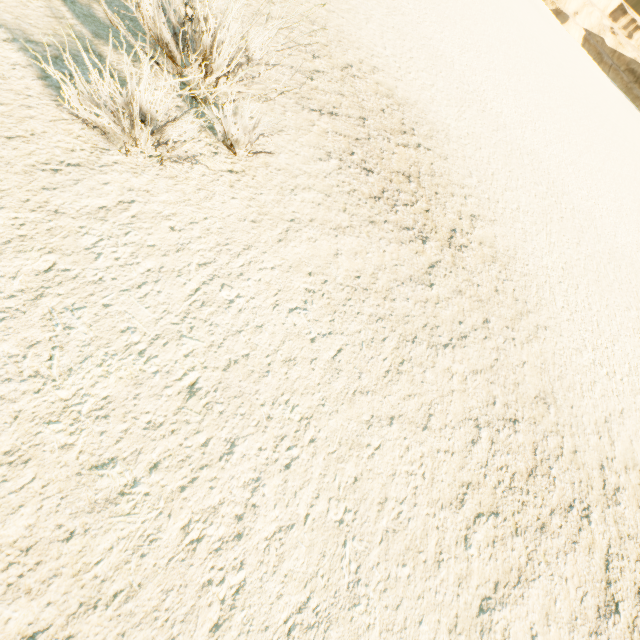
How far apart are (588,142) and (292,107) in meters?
18.9
